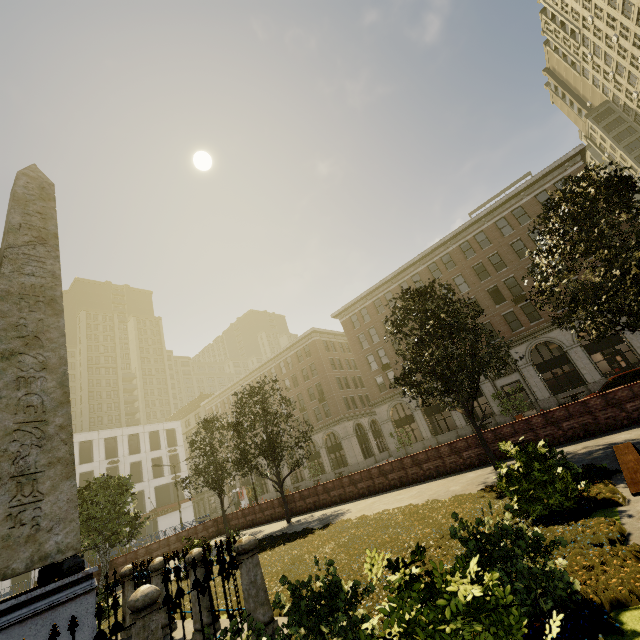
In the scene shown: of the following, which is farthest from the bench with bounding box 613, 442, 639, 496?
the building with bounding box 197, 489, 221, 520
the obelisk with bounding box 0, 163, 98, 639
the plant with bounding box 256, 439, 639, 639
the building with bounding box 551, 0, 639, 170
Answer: the building with bounding box 197, 489, 221, 520

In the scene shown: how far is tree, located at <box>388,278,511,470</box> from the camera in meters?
11.5

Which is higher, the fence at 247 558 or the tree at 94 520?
the tree at 94 520

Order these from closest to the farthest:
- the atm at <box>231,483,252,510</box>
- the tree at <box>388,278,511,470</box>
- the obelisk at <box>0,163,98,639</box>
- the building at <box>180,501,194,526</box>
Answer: the obelisk at <box>0,163,98,639</box> < the tree at <box>388,278,511,470</box> < the building at <box>180,501,194,526</box> < the atm at <box>231,483,252,510</box>

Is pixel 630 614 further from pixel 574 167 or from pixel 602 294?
pixel 574 167

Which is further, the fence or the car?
the car

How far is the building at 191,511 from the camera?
48.04m

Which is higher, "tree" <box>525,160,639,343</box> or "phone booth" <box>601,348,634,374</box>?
"tree" <box>525,160,639,343</box>
